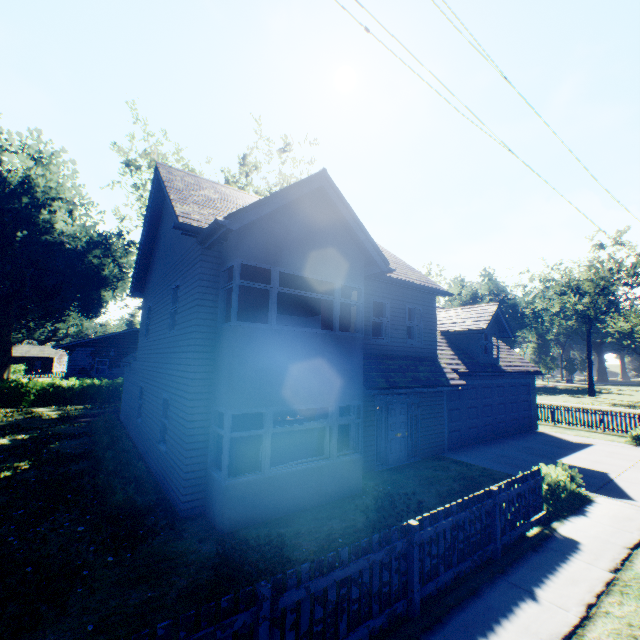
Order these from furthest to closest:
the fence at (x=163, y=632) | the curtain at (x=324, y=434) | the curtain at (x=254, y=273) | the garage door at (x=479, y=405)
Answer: the garage door at (x=479, y=405) < the curtain at (x=324, y=434) < the curtain at (x=254, y=273) < the fence at (x=163, y=632)

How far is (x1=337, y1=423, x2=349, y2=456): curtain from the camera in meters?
9.4 m

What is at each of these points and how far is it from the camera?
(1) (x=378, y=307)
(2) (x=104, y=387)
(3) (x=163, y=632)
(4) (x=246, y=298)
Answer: (1) curtain, 12.5m
(2) hedge, 26.5m
(3) fence, 2.9m
(4) curtain, 8.1m

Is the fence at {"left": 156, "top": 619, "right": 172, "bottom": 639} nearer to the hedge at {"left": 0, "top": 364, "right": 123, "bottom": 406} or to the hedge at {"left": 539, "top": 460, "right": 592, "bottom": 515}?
the hedge at {"left": 539, "top": 460, "right": 592, "bottom": 515}

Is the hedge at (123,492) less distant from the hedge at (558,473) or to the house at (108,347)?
the hedge at (558,473)

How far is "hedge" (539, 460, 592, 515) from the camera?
8.1m

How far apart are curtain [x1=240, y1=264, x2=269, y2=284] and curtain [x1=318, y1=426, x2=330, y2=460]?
3.1 meters

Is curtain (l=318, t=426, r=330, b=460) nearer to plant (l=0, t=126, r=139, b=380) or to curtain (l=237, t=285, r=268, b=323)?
curtain (l=237, t=285, r=268, b=323)
